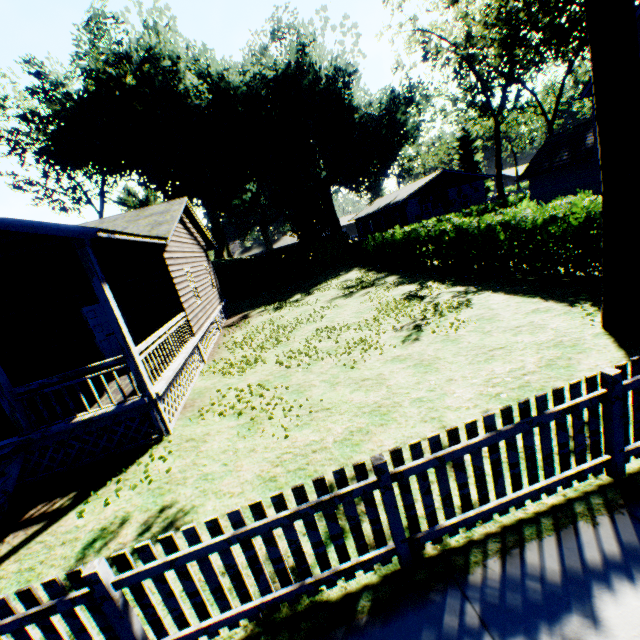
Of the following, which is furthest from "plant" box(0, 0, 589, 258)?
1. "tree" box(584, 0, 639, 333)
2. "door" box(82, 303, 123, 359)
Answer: "tree" box(584, 0, 639, 333)

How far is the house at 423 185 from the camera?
37.0m

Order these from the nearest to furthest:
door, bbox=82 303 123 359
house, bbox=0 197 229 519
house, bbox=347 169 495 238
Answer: house, bbox=0 197 229 519, door, bbox=82 303 123 359, house, bbox=347 169 495 238

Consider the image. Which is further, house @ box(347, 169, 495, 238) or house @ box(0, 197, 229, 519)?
house @ box(347, 169, 495, 238)

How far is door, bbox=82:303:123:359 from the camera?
10.9m

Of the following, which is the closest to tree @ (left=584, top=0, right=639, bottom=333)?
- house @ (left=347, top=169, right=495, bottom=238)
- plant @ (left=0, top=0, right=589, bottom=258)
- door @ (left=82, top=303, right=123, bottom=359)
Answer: door @ (left=82, top=303, right=123, bottom=359)

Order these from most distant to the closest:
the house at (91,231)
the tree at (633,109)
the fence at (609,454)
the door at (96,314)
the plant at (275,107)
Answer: the plant at (275,107), the door at (96,314), the house at (91,231), the tree at (633,109), the fence at (609,454)

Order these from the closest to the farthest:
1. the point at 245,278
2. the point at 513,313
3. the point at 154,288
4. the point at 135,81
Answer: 1. the point at 513,313
2. the point at 154,288
3. the point at 245,278
4. the point at 135,81
